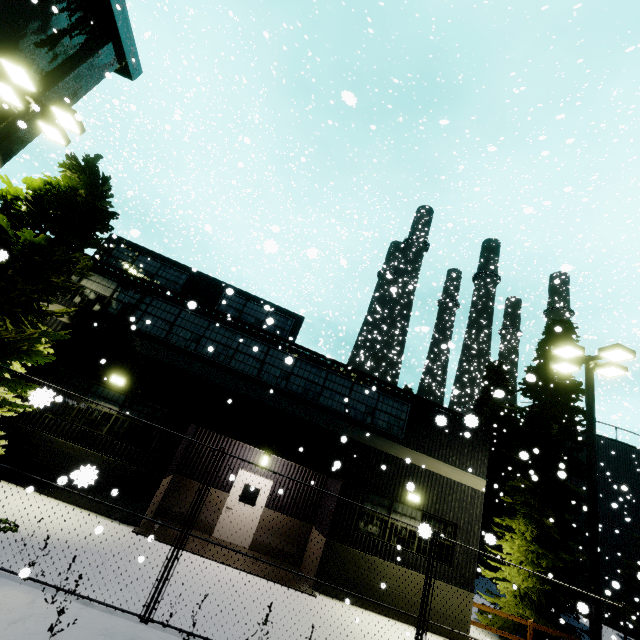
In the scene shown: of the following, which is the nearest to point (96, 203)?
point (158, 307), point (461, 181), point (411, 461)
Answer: point (158, 307)

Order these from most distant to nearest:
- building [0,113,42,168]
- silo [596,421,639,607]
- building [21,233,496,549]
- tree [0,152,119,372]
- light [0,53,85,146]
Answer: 1. silo [596,421,639,607]
2. building [21,233,496,549]
3. building [0,113,42,168]
4. light [0,53,85,146]
5. tree [0,152,119,372]

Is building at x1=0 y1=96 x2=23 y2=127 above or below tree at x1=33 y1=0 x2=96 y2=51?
below

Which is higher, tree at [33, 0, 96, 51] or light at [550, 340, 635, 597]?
tree at [33, 0, 96, 51]

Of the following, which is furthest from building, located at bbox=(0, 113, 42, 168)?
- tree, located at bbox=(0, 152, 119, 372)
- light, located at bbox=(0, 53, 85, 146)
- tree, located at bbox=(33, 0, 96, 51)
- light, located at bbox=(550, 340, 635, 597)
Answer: light, located at bbox=(550, 340, 635, 597)

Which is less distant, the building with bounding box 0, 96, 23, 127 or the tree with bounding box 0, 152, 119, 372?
the tree with bounding box 0, 152, 119, 372

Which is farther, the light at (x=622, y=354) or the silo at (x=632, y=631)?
the silo at (x=632, y=631)

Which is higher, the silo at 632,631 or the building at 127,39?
the building at 127,39
